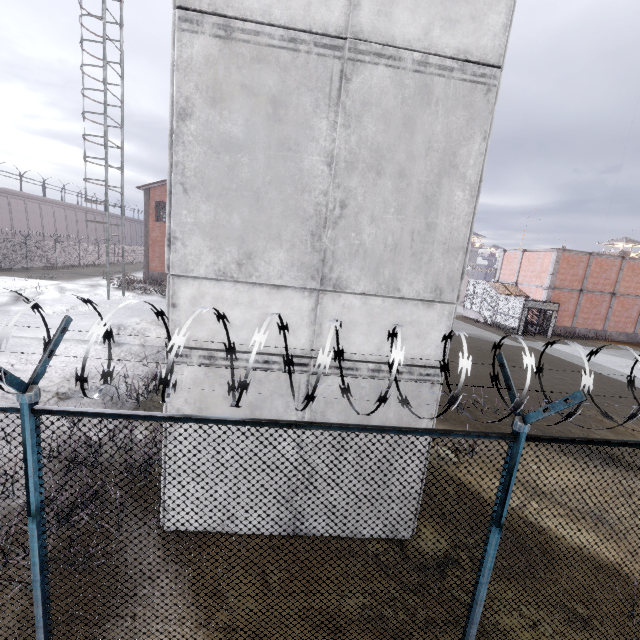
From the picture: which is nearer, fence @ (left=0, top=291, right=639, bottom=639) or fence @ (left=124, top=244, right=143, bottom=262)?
fence @ (left=0, top=291, right=639, bottom=639)

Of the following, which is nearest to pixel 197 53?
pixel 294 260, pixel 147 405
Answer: pixel 294 260

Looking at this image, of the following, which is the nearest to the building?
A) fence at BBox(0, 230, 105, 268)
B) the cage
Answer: fence at BBox(0, 230, 105, 268)

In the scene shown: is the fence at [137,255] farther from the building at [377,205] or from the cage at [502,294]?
the cage at [502,294]

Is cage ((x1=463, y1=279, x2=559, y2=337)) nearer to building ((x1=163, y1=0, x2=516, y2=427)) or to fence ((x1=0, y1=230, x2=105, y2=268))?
fence ((x1=0, y1=230, x2=105, y2=268))

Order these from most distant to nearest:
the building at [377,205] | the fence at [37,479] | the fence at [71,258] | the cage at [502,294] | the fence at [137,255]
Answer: the fence at [137,255] < the fence at [71,258] < the cage at [502,294] < the building at [377,205] < the fence at [37,479]
